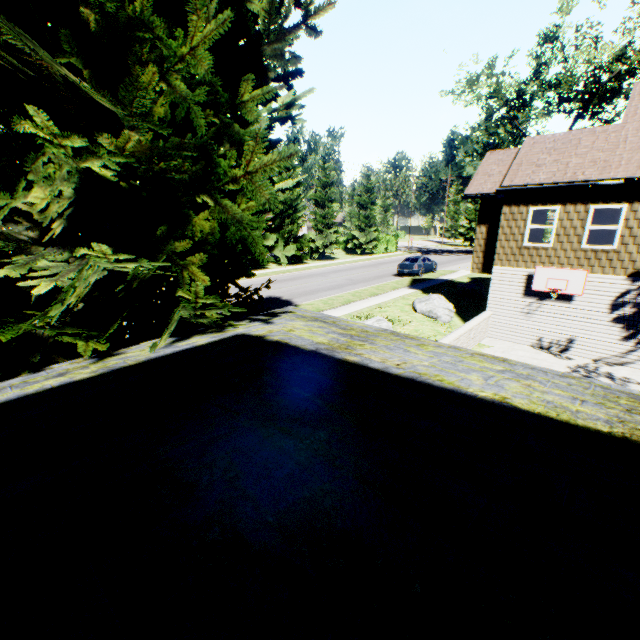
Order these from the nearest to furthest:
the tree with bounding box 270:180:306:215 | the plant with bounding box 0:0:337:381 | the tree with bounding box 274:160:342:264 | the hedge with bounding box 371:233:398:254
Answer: the plant with bounding box 0:0:337:381 → the tree with bounding box 270:180:306:215 → the tree with bounding box 274:160:342:264 → the hedge with bounding box 371:233:398:254

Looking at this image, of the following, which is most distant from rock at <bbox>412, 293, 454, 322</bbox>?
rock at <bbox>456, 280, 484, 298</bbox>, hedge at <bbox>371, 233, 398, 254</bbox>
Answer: hedge at <bbox>371, 233, 398, 254</bbox>

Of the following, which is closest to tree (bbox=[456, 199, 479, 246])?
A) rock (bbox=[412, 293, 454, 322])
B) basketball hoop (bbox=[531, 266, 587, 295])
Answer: rock (bbox=[412, 293, 454, 322])

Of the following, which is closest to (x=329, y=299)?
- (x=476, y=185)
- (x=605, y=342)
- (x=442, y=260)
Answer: (x=476, y=185)

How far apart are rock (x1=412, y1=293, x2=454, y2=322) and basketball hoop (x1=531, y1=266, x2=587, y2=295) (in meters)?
3.73

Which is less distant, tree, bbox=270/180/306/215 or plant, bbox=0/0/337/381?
plant, bbox=0/0/337/381

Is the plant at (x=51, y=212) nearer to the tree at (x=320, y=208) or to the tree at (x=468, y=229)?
the tree at (x=320, y=208)

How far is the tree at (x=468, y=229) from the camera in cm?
5623
